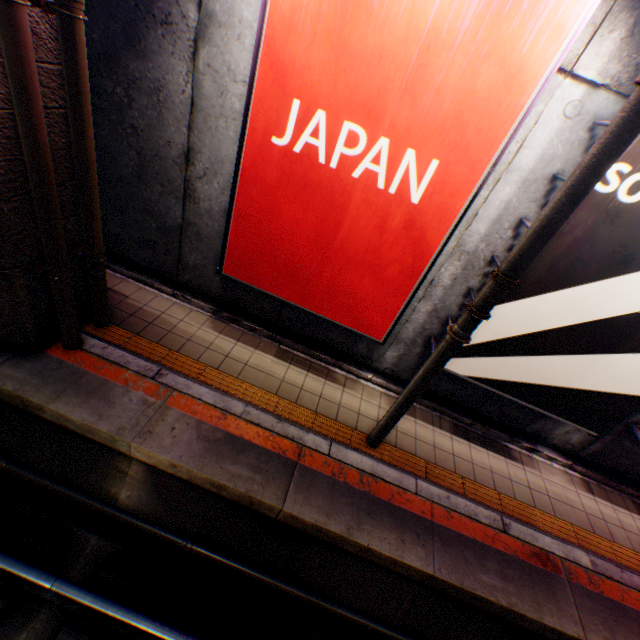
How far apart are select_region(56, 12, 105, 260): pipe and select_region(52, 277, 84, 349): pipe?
0.2m

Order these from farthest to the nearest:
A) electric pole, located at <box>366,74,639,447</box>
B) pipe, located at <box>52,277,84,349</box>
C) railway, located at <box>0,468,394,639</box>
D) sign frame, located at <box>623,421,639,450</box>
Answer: sign frame, located at <box>623,421,639,450</box> < pipe, located at <box>52,277,84,349</box> < railway, located at <box>0,468,394,639</box> < electric pole, located at <box>366,74,639,447</box>

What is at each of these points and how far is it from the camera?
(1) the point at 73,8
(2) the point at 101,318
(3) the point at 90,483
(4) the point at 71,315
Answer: (1) pipe, 2.8 meters
(2) pipe, 4.9 meters
(3) railway, 4.3 meters
(4) pipe, 4.2 meters

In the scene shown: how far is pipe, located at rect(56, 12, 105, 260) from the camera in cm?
289

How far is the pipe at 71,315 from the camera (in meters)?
3.93

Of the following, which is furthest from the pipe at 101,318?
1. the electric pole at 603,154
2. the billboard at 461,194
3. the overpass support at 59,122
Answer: the electric pole at 603,154

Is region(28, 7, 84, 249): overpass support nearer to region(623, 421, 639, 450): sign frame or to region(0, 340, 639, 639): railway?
region(0, 340, 639, 639): railway

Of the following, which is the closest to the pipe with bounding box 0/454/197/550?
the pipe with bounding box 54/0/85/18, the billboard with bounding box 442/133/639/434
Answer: the pipe with bounding box 54/0/85/18
